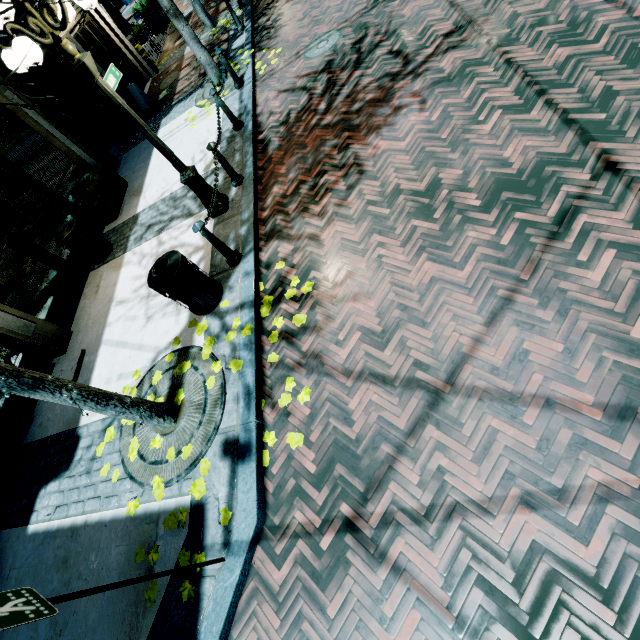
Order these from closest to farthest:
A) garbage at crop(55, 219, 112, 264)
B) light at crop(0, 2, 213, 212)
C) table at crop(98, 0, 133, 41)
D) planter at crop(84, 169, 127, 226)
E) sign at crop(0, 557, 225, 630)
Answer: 1. sign at crop(0, 557, 225, 630)
2. light at crop(0, 2, 213, 212)
3. garbage at crop(55, 219, 112, 264)
4. planter at crop(84, 169, 127, 226)
5. table at crop(98, 0, 133, 41)

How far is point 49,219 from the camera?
7.03m

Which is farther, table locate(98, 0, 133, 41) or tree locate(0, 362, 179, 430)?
table locate(98, 0, 133, 41)

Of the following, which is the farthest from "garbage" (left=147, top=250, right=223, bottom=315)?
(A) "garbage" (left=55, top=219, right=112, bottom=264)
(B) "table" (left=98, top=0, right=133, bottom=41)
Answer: (B) "table" (left=98, top=0, right=133, bottom=41)

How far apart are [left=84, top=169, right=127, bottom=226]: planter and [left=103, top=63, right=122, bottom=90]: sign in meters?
3.8

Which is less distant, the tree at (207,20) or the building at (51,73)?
the building at (51,73)

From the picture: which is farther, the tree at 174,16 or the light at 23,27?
the tree at 174,16

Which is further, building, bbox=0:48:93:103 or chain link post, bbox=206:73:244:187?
building, bbox=0:48:93:103
